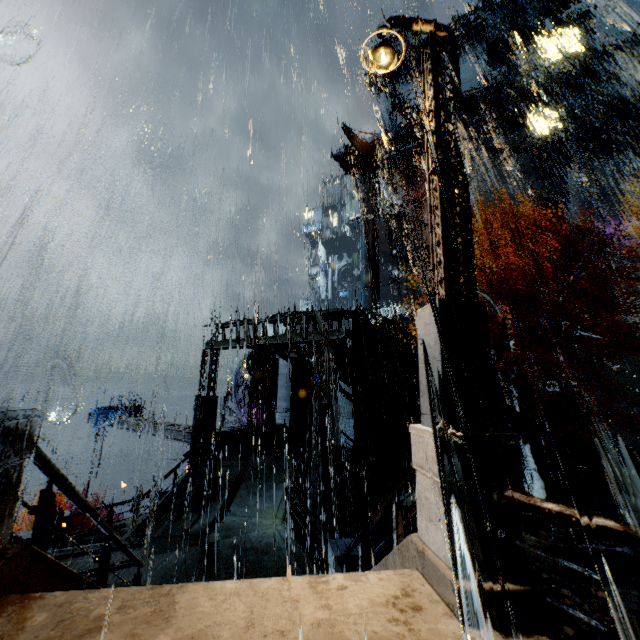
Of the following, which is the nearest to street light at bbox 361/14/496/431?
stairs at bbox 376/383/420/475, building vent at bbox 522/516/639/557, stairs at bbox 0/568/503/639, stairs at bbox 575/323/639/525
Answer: stairs at bbox 0/568/503/639

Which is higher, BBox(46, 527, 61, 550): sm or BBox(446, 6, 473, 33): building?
BBox(446, 6, 473, 33): building

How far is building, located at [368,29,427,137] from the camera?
38.6m

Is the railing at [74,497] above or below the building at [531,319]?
below

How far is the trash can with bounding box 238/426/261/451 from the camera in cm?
1811

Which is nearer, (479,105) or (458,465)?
(458,465)

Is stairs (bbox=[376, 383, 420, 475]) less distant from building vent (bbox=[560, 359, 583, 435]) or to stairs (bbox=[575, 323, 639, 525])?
building vent (bbox=[560, 359, 583, 435])

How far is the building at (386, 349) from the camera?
23.34m
